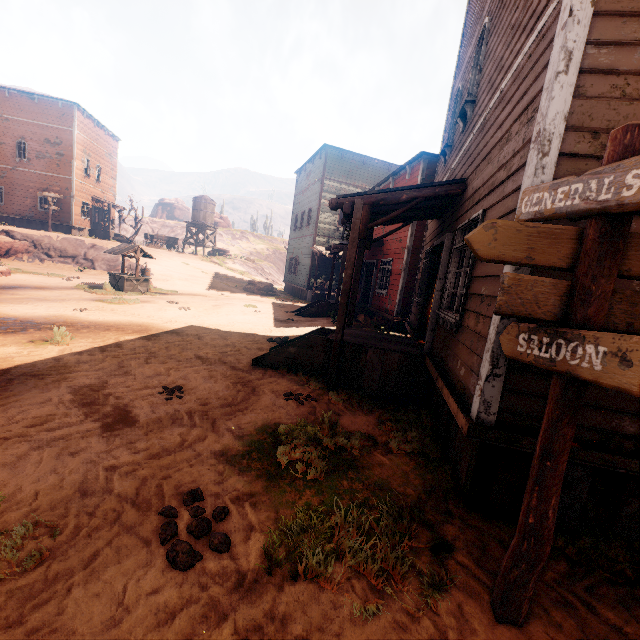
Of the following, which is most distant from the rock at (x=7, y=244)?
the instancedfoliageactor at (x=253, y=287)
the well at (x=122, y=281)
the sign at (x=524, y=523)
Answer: the sign at (x=524, y=523)

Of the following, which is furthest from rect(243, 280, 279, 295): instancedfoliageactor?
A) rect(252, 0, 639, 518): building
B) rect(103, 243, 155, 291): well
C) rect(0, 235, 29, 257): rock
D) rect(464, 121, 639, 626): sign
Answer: rect(464, 121, 639, 626): sign

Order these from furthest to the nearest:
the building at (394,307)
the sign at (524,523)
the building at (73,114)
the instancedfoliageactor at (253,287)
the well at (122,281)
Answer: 1. the building at (73,114)
2. the instancedfoliageactor at (253,287)
3. the well at (122,281)
4. the building at (394,307)
5. the sign at (524,523)

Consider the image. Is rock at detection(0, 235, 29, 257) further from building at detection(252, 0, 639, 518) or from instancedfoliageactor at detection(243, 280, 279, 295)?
instancedfoliageactor at detection(243, 280, 279, 295)

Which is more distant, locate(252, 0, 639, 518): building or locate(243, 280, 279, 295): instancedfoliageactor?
locate(243, 280, 279, 295): instancedfoliageactor

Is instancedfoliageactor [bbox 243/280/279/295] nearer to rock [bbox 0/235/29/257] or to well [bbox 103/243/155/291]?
well [bbox 103/243/155/291]

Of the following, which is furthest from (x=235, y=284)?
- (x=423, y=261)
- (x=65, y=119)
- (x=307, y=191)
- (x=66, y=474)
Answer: (x=66, y=474)

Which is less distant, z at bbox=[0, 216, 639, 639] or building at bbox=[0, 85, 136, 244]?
z at bbox=[0, 216, 639, 639]
